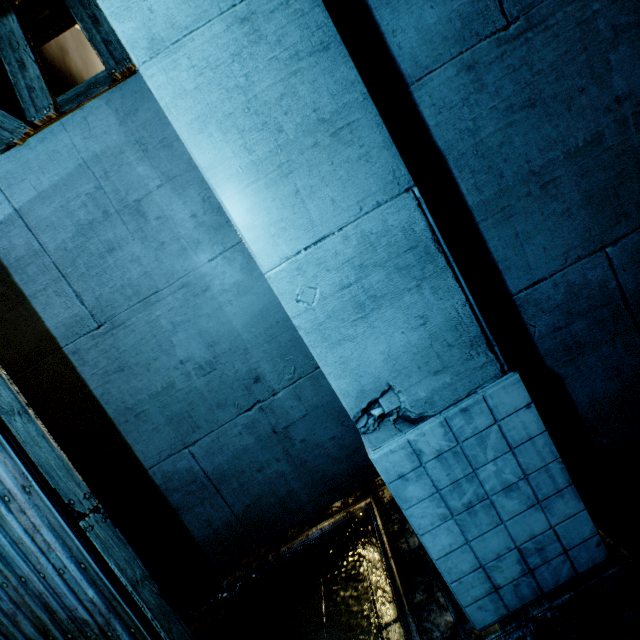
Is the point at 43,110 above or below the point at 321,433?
above
